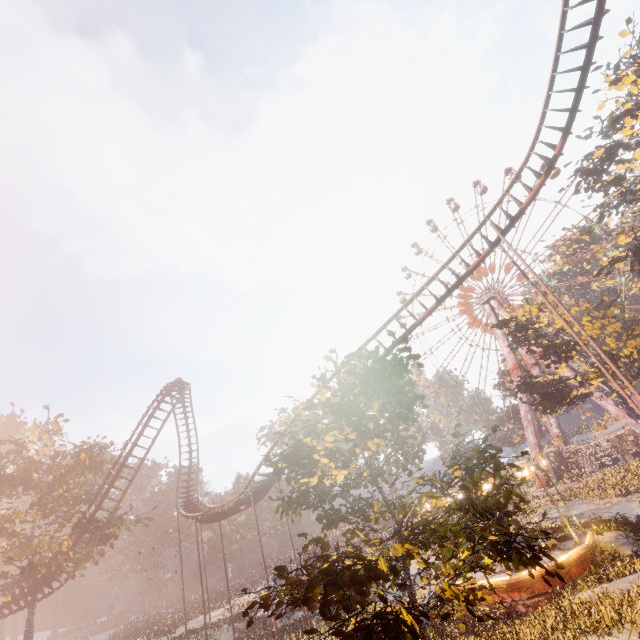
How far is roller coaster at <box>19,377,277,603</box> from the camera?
25.1 meters

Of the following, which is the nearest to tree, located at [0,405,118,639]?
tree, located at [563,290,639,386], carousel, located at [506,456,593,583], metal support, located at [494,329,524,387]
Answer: carousel, located at [506,456,593,583]

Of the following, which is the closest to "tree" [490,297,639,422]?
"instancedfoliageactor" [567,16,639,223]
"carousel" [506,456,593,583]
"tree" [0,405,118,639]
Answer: "instancedfoliageactor" [567,16,639,223]

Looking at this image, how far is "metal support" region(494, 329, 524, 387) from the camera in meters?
47.8 m

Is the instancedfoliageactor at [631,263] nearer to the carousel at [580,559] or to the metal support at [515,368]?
the carousel at [580,559]

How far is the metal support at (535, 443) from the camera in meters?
44.8 m

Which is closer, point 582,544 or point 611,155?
point 582,544

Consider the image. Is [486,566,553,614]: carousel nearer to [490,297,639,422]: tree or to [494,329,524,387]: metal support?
[490,297,639,422]: tree
